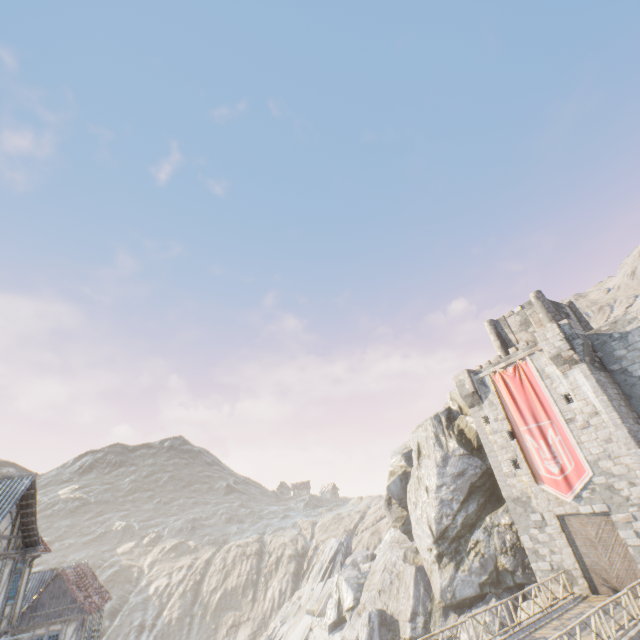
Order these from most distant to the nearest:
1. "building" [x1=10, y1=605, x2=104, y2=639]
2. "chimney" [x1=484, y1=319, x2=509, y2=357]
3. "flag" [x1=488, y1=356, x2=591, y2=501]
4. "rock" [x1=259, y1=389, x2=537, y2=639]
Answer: "chimney" [x1=484, y1=319, x2=509, y2=357] → "rock" [x1=259, y1=389, x2=537, y2=639] → "building" [x1=10, y1=605, x2=104, y2=639] → "flag" [x1=488, y1=356, x2=591, y2=501]

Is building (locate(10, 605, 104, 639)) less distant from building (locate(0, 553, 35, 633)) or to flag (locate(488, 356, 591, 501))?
building (locate(0, 553, 35, 633))

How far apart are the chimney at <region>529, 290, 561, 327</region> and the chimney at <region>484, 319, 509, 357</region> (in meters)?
3.19

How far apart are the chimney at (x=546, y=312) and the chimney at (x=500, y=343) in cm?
319

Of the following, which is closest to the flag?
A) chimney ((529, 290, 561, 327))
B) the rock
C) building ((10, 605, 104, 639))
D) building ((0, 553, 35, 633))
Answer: building ((0, 553, 35, 633))

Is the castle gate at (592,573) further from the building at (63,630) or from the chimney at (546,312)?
the building at (63,630)

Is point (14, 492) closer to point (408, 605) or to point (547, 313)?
point (408, 605)

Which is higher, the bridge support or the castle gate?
the castle gate
